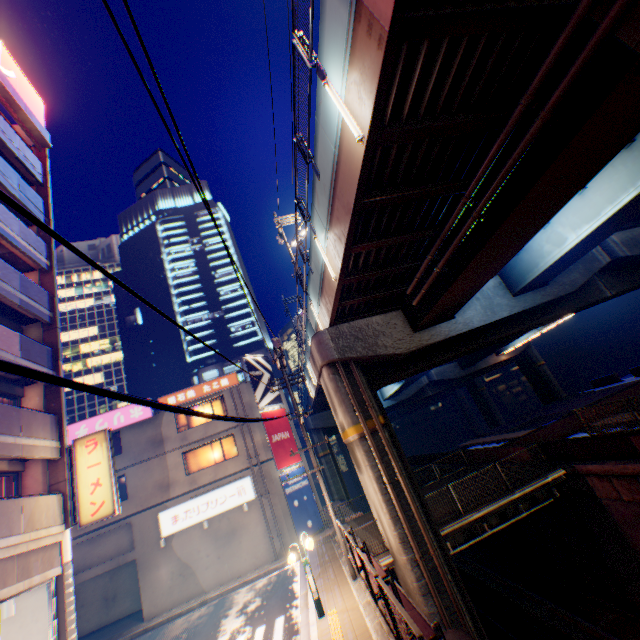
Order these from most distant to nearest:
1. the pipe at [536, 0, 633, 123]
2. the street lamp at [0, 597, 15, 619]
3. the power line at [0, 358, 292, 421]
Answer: the street lamp at [0, 597, 15, 619] → the pipe at [536, 0, 633, 123] → the power line at [0, 358, 292, 421]

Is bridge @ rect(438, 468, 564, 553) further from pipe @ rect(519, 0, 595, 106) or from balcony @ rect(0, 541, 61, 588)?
balcony @ rect(0, 541, 61, 588)

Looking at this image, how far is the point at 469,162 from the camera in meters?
7.9 m

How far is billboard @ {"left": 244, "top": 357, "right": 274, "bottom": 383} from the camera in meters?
26.1 m

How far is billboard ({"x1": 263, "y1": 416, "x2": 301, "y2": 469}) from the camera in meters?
23.5 m

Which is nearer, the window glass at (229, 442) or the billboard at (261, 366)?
the window glass at (229, 442)

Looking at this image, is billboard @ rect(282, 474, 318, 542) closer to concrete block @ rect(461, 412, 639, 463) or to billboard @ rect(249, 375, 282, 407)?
billboard @ rect(249, 375, 282, 407)

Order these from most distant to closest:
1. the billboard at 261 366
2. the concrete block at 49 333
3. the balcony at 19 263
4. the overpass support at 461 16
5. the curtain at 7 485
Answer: the billboard at 261 366 → the balcony at 19 263 → the concrete block at 49 333 → the curtain at 7 485 → the overpass support at 461 16
